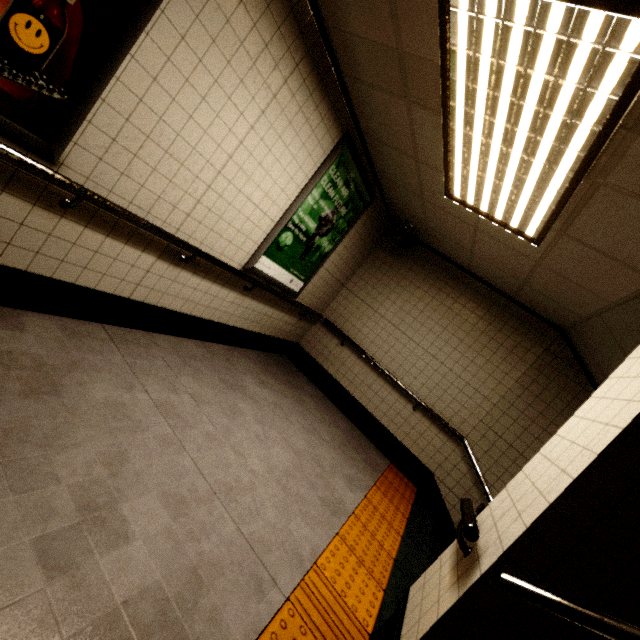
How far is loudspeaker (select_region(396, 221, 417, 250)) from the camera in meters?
4.7 m

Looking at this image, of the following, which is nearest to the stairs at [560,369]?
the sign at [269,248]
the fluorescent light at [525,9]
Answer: the fluorescent light at [525,9]

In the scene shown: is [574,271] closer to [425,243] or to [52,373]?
[425,243]

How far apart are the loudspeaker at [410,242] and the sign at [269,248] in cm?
69

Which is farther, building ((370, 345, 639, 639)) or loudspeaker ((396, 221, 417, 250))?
loudspeaker ((396, 221, 417, 250))

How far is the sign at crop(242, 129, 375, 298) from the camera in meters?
3.4 m

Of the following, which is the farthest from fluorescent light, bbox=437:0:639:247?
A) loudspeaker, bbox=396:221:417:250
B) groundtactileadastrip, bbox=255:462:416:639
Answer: groundtactileadastrip, bbox=255:462:416:639

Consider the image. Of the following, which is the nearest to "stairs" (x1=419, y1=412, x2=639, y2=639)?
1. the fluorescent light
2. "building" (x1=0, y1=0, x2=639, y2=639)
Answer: "building" (x1=0, y1=0, x2=639, y2=639)
